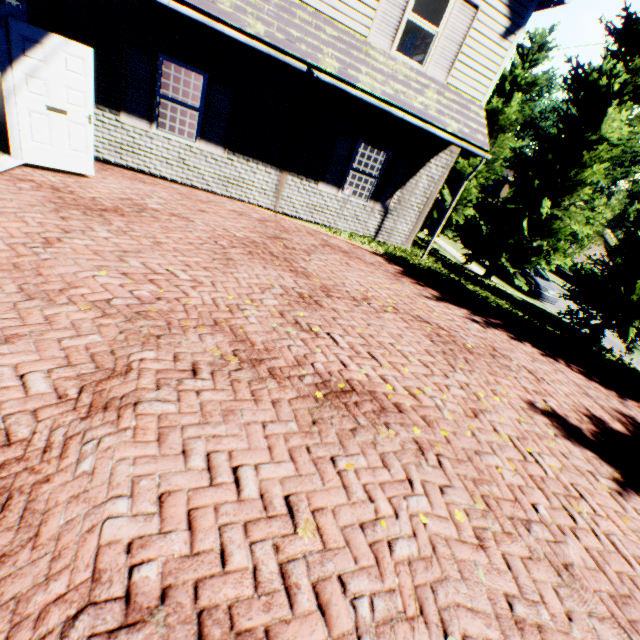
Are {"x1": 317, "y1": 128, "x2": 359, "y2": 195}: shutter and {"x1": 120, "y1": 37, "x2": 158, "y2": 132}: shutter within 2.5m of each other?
no

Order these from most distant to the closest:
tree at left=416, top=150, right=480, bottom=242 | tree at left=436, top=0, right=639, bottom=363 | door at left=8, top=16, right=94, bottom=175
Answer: tree at left=416, top=150, right=480, bottom=242, tree at left=436, top=0, right=639, bottom=363, door at left=8, top=16, right=94, bottom=175

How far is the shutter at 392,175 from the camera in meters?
9.4

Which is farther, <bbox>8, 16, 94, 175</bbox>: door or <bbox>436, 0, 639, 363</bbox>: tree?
<bbox>436, 0, 639, 363</bbox>: tree

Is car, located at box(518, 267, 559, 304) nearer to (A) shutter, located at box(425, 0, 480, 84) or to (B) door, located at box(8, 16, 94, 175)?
(A) shutter, located at box(425, 0, 480, 84)

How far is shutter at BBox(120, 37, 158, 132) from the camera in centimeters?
691cm

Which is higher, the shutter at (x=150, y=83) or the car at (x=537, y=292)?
the shutter at (x=150, y=83)

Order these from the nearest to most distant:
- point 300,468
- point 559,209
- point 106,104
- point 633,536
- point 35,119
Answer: point 300,468 → point 633,536 → point 35,119 → point 106,104 → point 559,209
